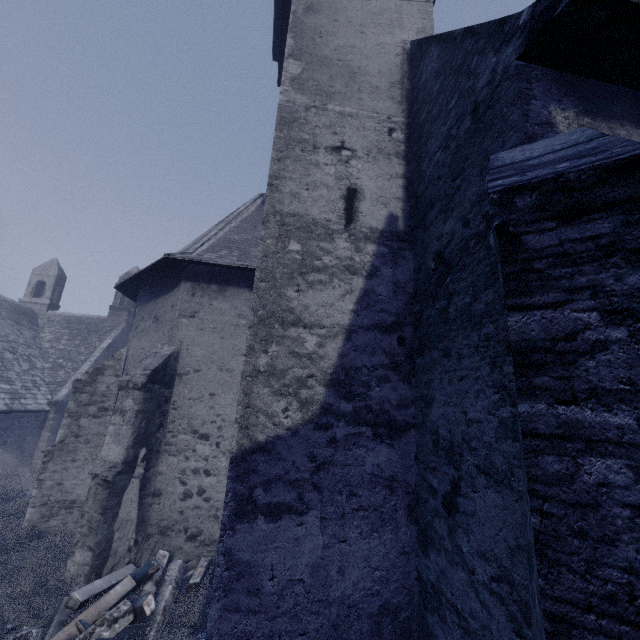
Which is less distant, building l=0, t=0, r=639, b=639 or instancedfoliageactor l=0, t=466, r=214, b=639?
building l=0, t=0, r=639, b=639

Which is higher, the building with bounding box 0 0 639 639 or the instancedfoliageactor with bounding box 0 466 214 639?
the building with bounding box 0 0 639 639

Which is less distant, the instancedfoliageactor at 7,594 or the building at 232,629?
the building at 232,629

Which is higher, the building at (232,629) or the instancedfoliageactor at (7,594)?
the building at (232,629)

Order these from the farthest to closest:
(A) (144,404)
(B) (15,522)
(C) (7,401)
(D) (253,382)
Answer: (C) (7,401) < (B) (15,522) < (A) (144,404) < (D) (253,382)
